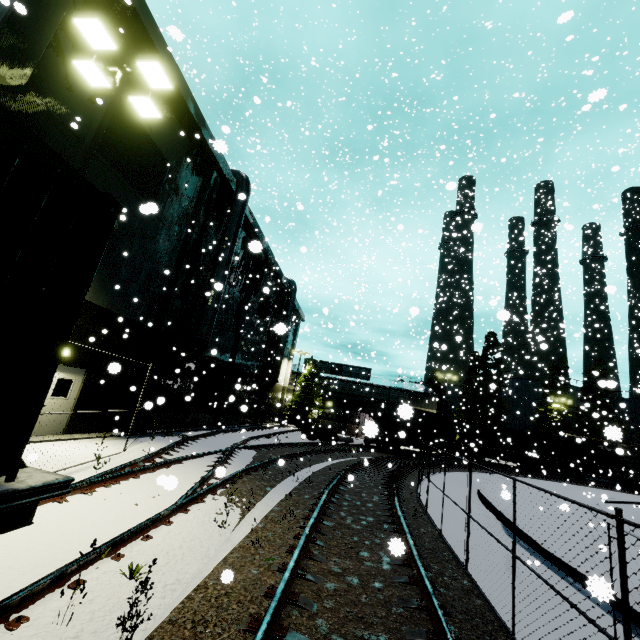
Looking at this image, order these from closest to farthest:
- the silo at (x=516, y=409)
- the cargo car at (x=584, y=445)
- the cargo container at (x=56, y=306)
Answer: the cargo container at (x=56, y=306) → the cargo car at (x=584, y=445) → the silo at (x=516, y=409)

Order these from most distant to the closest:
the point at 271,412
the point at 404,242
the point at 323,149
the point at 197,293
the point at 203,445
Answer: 1. the point at 404,242
2. the point at 271,412
3. the point at 323,149
4. the point at 197,293
5. the point at 203,445

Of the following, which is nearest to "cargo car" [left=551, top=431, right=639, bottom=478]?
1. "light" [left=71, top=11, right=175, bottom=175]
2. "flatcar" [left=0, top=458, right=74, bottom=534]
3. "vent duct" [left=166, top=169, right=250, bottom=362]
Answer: "vent duct" [left=166, top=169, right=250, bottom=362]

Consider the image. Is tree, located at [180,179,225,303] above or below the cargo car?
above

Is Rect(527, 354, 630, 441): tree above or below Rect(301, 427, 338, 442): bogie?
above

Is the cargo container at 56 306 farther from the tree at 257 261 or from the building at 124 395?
the building at 124 395

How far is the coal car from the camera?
28.36m

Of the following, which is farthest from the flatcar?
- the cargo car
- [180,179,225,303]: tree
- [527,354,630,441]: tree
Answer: [527,354,630,441]: tree
